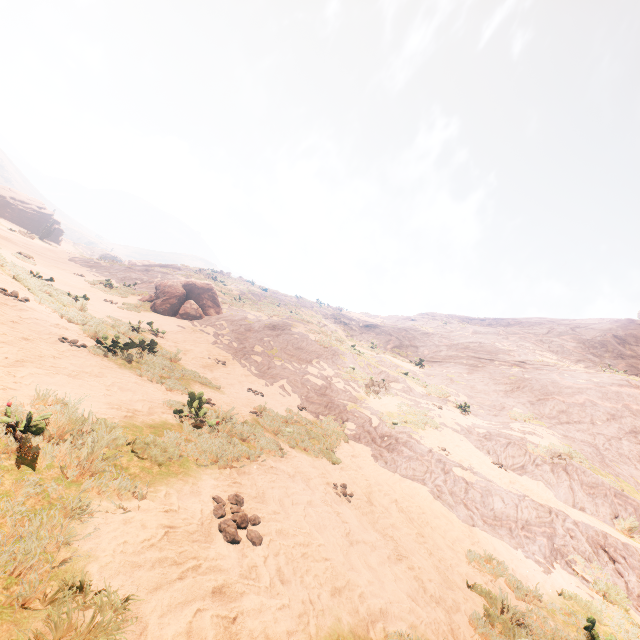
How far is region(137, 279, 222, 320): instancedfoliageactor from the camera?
17.11m

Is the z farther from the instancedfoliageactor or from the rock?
the rock

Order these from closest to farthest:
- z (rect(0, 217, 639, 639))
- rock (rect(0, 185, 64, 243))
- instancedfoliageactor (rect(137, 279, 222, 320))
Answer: z (rect(0, 217, 639, 639)), instancedfoliageactor (rect(137, 279, 222, 320)), rock (rect(0, 185, 64, 243))

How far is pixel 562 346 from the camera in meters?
28.0 m

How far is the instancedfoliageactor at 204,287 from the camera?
17.1 meters

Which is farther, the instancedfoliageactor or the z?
the instancedfoliageactor

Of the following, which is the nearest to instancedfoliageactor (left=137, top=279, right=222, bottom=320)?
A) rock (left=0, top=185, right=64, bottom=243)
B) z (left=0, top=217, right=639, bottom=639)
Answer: z (left=0, top=217, right=639, bottom=639)

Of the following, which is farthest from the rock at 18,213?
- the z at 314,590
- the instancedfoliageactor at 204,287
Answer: the instancedfoliageactor at 204,287
